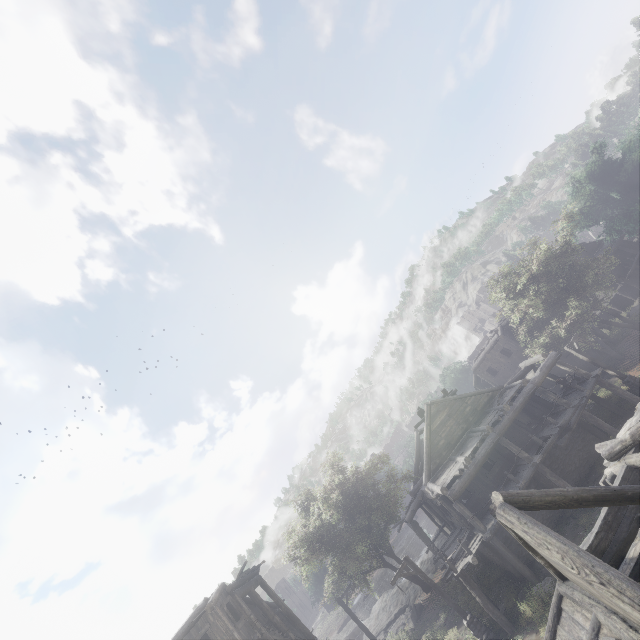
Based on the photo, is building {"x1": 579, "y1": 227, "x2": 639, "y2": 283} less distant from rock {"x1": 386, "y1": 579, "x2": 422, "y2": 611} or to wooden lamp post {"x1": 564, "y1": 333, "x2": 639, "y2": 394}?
rock {"x1": 386, "y1": 579, "x2": 422, "y2": 611}

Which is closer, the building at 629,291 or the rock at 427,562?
the rock at 427,562

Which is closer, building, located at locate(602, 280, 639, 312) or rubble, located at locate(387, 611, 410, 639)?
rubble, located at locate(387, 611, 410, 639)

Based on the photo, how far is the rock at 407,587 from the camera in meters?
29.8

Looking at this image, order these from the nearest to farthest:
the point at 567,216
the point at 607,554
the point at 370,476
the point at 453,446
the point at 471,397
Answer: the point at 607,554
the point at 453,446
the point at 471,397
the point at 567,216
the point at 370,476

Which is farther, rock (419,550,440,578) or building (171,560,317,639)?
rock (419,550,440,578)

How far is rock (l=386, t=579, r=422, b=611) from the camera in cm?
2985
